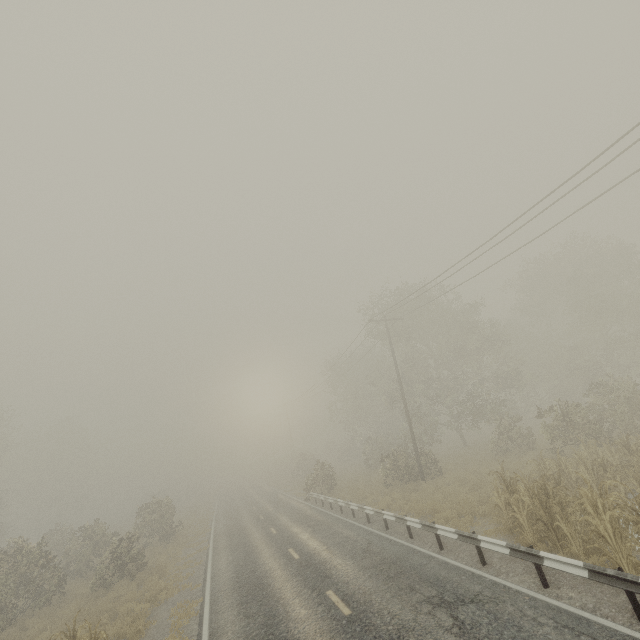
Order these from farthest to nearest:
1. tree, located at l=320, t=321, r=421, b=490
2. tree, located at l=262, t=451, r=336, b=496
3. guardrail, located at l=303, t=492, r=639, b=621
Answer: tree, located at l=262, t=451, r=336, b=496 < tree, located at l=320, t=321, r=421, b=490 < guardrail, located at l=303, t=492, r=639, b=621

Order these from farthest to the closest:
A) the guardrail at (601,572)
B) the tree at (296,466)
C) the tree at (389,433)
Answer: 1. the tree at (296,466)
2. the tree at (389,433)
3. the guardrail at (601,572)

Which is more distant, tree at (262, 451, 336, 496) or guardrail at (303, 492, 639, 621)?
tree at (262, 451, 336, 496)

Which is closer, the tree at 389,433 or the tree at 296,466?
the tree at 389,433

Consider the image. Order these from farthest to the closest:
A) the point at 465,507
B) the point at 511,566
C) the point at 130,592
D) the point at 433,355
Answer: the point at 433,355 < the point at 130,592 < the point at 465,507 < the point at 511,566

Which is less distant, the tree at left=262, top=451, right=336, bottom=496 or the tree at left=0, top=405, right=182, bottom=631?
the tree at left=0, top=405, right=182, bottom=631
